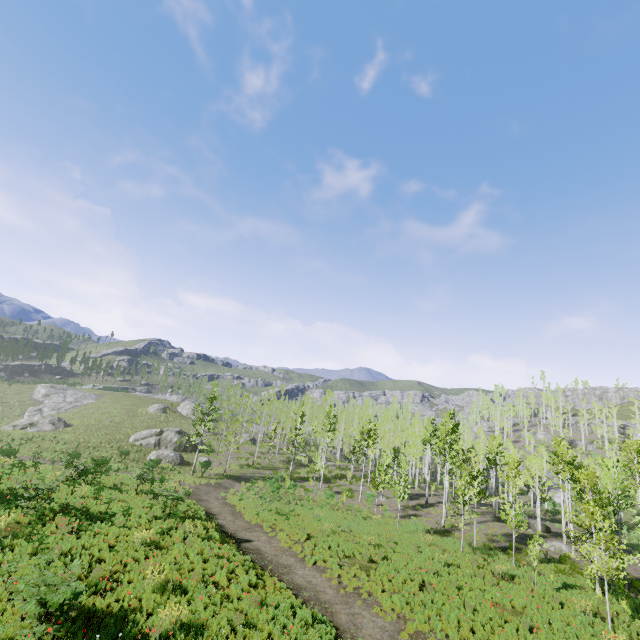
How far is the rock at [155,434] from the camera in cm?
3981

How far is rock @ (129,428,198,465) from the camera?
39.8 meters

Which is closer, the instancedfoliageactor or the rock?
the instancedfoliageactor

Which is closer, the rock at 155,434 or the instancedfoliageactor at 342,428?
the instancedfoliageactor at 342,428

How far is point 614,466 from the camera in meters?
21.3 m
